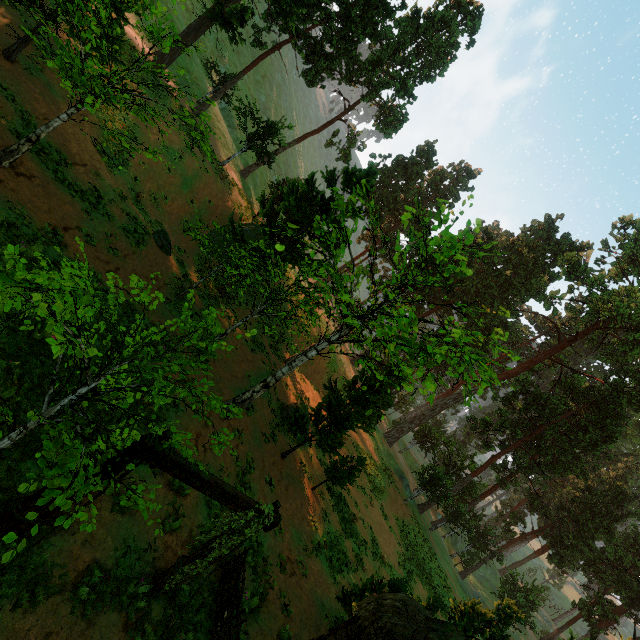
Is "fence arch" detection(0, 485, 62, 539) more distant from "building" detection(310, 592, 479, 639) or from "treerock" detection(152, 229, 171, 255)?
"treerock" detection(152, 229, 171, 255)

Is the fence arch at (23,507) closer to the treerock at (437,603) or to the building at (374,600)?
the building at (374,600)

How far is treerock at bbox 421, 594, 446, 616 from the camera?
15.22m

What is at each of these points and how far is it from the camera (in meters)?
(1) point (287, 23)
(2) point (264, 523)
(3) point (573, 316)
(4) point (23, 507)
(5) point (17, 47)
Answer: (1) treerock, 27.55
(2) fence arch, 7.21
(3) treerock, 55.91
(4) fence arch, 5.64
(5) treerock, 14.04

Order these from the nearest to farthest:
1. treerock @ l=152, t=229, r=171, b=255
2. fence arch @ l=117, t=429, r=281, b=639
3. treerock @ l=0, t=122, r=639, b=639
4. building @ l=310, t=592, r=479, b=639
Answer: treerock @ l=0, t=122, r=639, b=639 < fence arch @ l=117, t=429, r=281, b=639 < building @ l=310, t=592, r=479, b=639 < treerock @ l=152, t=229, r=171, b=255

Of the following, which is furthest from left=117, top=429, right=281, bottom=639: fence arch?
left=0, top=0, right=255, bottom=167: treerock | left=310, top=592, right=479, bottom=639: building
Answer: left=0, top=0, right=255, bottom=167: treerock
